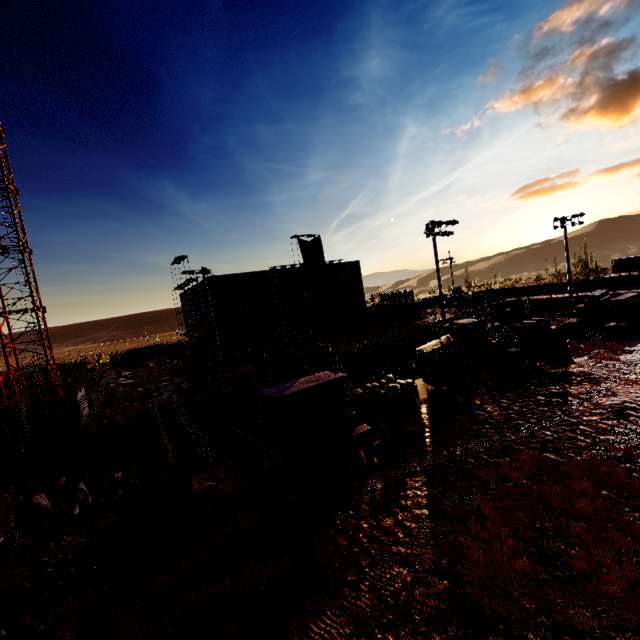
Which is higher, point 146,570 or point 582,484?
point 582,484

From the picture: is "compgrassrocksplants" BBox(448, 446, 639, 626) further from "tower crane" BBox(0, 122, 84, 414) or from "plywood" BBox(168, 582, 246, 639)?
"tower crane" BBox(0, 122, 84, 414)

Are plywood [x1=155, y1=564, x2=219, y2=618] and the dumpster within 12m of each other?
no

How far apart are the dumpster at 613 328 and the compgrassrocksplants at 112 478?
39.60m

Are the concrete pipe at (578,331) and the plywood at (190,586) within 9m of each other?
no

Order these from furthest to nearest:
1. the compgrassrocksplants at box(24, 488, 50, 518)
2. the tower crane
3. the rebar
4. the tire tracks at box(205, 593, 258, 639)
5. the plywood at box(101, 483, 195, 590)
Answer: the rebar → the tower crane → the compgrassrocksplants at box(24, 488, 50, 518) → the plywood at box(101, 483, 195, 590) → the tire tracks at box(205, 593, 258, 639)

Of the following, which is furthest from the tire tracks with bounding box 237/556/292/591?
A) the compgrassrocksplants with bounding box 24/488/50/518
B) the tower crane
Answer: the tower crane

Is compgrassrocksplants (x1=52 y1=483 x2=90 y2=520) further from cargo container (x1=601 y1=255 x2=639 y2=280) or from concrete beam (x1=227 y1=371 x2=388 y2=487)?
cargo container (x1=601 y1=255 x2=639 y2=280)
